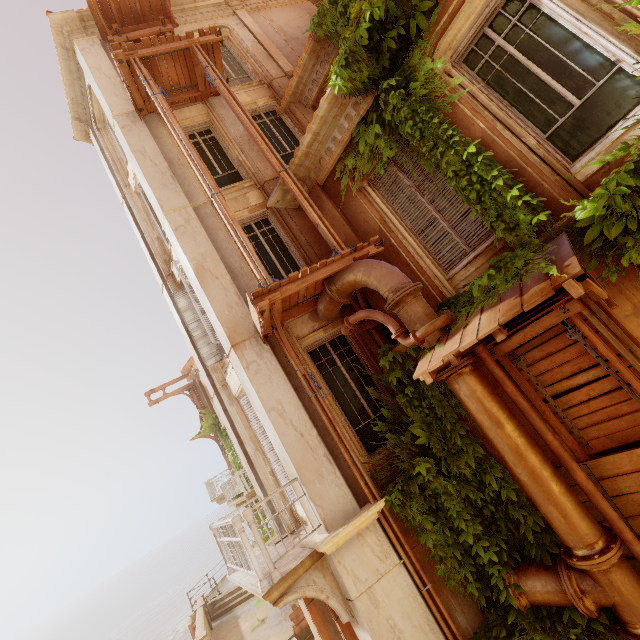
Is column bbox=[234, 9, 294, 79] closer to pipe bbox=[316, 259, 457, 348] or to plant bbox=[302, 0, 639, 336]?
plant bbox=[302, 0, 639, 336]

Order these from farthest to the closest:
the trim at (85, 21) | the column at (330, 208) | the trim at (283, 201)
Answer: the trim at (85, 21) < the trim at (283, 201) < the column at (330, 208)

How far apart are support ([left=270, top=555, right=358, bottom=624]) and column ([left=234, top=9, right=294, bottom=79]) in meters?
12.6

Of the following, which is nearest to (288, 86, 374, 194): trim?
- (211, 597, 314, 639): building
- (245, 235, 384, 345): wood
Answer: (245, 235, 384, 345): wood

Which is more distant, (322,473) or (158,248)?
(158,248)

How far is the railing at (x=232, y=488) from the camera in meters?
15.3 m

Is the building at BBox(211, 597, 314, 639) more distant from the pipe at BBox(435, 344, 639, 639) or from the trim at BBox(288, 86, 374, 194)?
the trim at BBox(288, 86, 374, 194)

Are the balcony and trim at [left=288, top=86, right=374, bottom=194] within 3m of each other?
no
